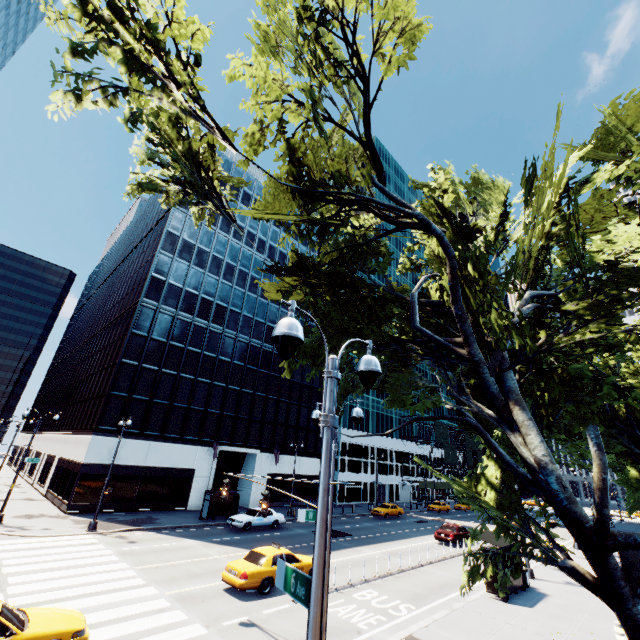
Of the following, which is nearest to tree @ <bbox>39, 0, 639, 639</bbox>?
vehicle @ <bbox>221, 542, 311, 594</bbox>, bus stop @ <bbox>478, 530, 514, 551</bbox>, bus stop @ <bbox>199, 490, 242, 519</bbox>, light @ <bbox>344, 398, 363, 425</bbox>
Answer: light @ <bbox>344, 398, 363, 425</bbox>

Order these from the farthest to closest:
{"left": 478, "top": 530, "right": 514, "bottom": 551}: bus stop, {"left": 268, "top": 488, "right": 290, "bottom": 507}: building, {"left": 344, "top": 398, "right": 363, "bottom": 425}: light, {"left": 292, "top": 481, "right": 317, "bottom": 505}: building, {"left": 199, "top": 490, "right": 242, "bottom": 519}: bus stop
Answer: {"left": 292, "top": 481, "right": 317, "bottom": 505}: building < {"left": 268, "top": 488, "right": 290, "bottom": 507}: building < {"left": 199, "top": 490, "right": 242, "bottom": 519}: bus stop < {"left": 478, "top": 530, "right": 514, "bottom": 551}: bus stop < {"left": 344, "top": 398, "right": 363, "bottom": 425}: light

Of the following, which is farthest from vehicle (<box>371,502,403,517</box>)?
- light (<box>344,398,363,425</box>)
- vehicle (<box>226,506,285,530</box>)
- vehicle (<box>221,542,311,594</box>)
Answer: light (<box>344,398,363,425</box>)

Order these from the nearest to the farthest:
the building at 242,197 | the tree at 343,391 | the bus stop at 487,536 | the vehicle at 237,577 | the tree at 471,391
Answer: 1. the tree at 471,391
2. the tree at 343,391
3. the vehicle at 237,577
4. the bus stop at 487,536
5. the building at 242,197

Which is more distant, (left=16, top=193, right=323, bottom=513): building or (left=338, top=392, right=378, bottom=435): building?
(left=338, top=392, right=378, bottom=435): building

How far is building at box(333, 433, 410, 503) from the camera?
50.4m

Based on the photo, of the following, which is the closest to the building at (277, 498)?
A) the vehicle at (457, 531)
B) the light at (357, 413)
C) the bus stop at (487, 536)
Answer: the vehicle at (457, 531)

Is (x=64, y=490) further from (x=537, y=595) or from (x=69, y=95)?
(x=537, y=595)
